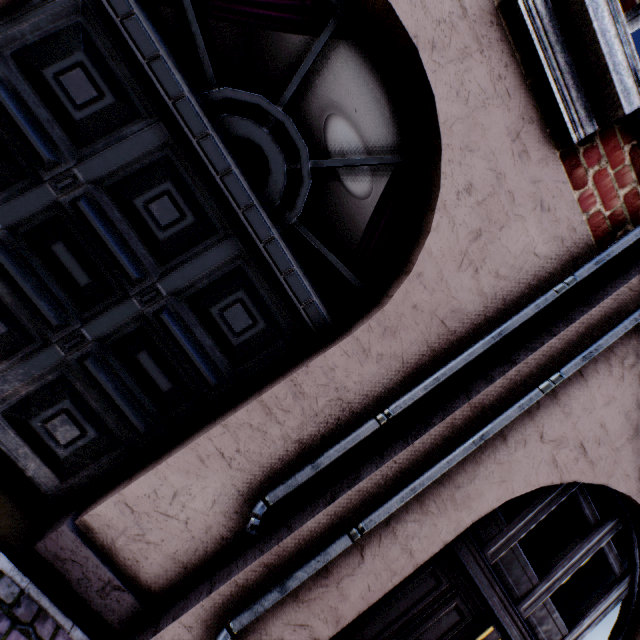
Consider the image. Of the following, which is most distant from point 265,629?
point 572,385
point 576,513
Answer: point 576,513
